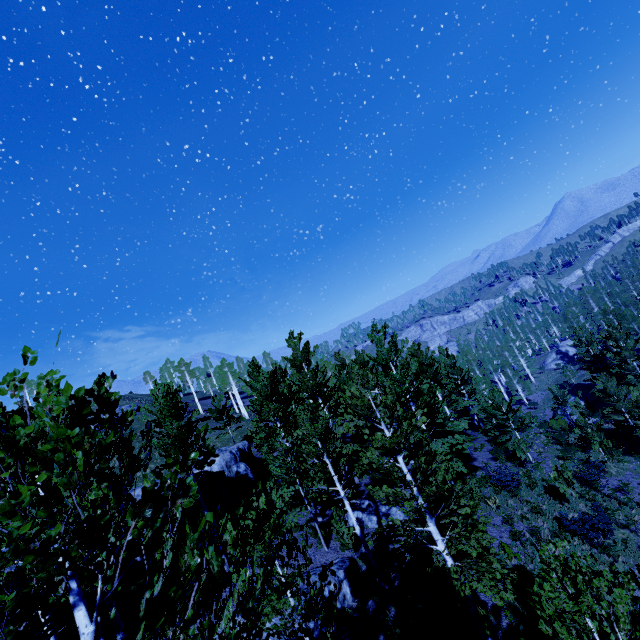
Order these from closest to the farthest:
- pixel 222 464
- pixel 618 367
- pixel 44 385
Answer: pixel 44 385 → pixel 222 464 → pixel 618 367

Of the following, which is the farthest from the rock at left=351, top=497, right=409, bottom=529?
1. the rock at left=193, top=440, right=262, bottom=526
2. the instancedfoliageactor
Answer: the rock at left=193, top=440, right=262, bottom=526

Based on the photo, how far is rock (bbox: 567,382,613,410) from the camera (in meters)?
40.80

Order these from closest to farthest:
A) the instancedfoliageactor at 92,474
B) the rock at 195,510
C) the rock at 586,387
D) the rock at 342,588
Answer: the instancedfoliageactor at 92,474, the rock at 342,588, the rock at 195,510, the rock at 586,387

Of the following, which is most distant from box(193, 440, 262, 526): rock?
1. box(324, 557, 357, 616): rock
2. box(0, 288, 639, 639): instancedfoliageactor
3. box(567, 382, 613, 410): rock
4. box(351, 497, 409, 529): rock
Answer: box(567, 382, 613, 410): rock

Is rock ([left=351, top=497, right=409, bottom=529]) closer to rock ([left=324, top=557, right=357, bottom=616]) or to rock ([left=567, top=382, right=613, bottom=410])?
rock ([left=324, top=557, right=357, bottom=616])

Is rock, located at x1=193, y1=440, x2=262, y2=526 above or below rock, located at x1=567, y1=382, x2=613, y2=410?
above

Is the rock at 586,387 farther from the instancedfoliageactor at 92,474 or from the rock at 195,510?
the rock at 195,510
